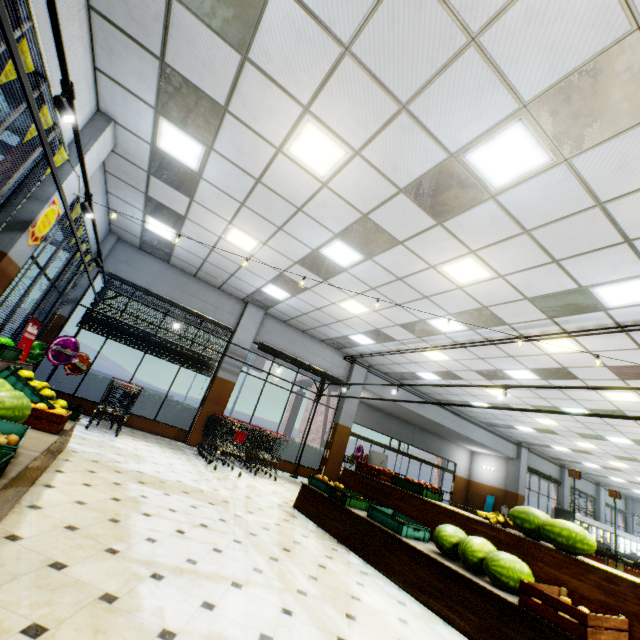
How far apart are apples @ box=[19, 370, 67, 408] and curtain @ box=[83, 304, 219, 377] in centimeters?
576cm

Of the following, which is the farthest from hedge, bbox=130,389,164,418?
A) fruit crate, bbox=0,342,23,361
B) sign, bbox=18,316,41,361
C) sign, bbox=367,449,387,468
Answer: fruit crate, bbox=0,342,23,361

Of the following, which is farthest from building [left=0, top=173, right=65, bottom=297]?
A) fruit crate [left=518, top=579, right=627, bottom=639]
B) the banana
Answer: the banana

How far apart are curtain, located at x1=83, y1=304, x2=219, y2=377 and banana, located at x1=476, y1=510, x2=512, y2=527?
8.37m

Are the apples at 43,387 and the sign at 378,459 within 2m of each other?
no

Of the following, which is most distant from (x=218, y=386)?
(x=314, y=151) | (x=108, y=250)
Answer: (x=314, y=151)

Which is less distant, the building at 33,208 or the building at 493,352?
the building at 33,208

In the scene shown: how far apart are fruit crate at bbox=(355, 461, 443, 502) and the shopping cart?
5.7 meters
